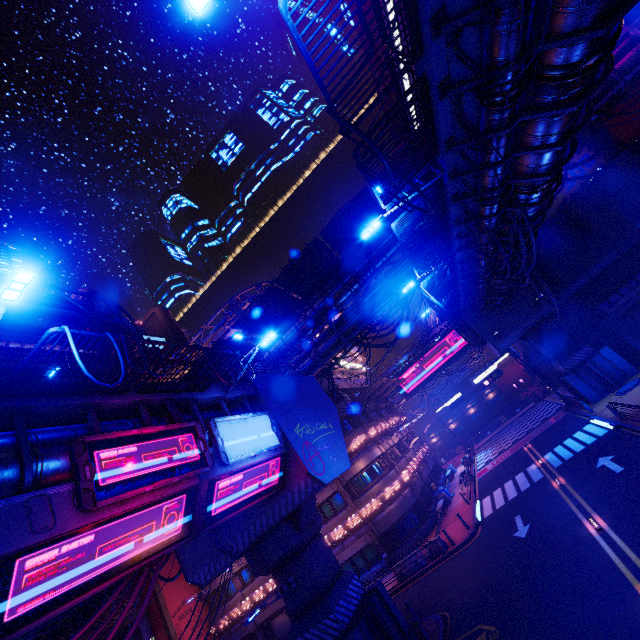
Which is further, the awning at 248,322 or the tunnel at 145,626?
the tunnel at 145,626

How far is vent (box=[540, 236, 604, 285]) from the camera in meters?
27.5 m

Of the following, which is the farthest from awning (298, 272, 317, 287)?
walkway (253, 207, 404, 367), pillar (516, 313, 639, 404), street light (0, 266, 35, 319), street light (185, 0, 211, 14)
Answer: pillar (516, 313, 639, 404)

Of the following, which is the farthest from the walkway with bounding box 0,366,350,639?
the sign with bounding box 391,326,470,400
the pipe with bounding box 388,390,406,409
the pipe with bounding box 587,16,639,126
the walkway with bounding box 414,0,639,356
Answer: the pipe with bounding box 388,390,406,409

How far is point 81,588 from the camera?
6.6m

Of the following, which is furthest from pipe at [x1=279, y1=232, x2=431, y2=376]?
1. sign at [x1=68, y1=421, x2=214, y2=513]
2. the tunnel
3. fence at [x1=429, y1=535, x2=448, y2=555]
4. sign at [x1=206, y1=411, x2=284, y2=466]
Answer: fence at [x1=429, y1=535, x2=448, y2=555]

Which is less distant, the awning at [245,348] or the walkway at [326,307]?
the awning at [245,348]

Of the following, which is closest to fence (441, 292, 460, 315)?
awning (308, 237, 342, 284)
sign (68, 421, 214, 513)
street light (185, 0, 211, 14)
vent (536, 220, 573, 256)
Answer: awning (308, 237, 342, 284)
